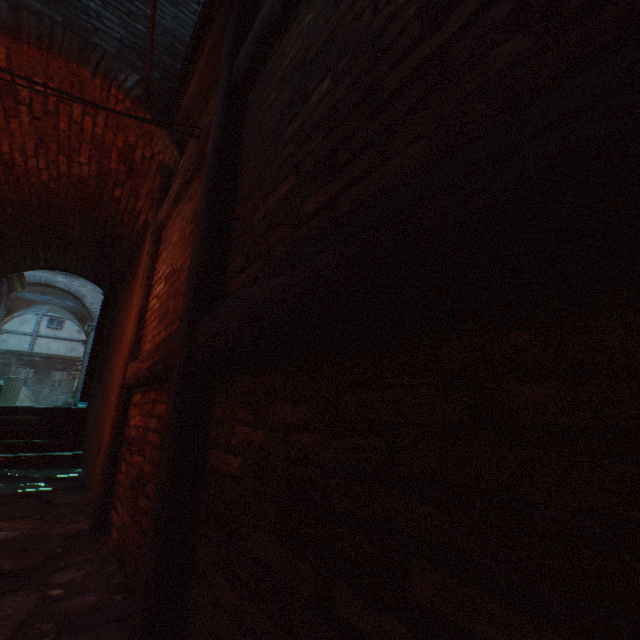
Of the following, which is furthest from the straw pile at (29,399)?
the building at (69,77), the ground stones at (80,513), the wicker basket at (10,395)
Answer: the ground stones at (80,513)

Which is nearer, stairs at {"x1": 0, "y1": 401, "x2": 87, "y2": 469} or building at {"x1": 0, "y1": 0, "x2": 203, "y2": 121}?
building at {"x1": 0, "y1": 0, "x2": 203, "y2": 121}

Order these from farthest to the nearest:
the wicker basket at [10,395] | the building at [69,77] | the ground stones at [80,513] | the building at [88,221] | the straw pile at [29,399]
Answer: the straw pile at [29,399] < the wicker basket at [10,395] < the building at [88,221] < the building at [69,77] < the ground stones at [80,513]

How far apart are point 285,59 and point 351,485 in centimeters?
177cm

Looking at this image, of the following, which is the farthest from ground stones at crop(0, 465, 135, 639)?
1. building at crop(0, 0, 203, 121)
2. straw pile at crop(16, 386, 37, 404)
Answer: straw pile at crop(16, 386, 37, 404)

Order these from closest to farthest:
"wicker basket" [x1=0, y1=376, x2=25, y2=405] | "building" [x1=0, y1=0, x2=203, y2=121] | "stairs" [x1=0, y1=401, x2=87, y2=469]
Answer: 1. "building" [x1=0, y1=0, x2=203, y2=121]
2. "stairs" [x1=0, y1=401, x2=87, y2=469]
3. "wicker basket" [x1=0, y1=376, x2=25, y2=405]

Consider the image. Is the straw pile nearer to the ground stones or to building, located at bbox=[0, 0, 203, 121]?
building, located at bbox=[0, 0, 203, 121]

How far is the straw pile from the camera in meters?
20.6
